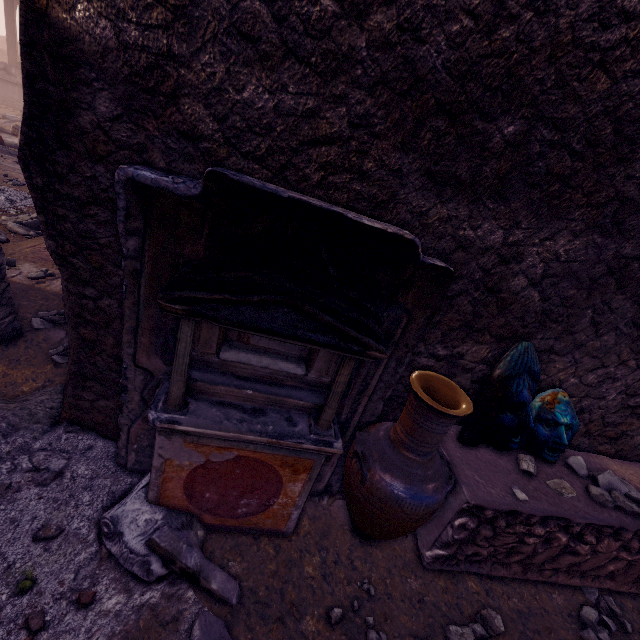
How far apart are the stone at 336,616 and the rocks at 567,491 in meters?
1.5 m

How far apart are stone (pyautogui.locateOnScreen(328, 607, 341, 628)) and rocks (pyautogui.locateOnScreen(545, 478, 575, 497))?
1.5m

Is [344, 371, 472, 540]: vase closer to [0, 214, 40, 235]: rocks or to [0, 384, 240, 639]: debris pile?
[0, 384, 240, 639]: debris pile

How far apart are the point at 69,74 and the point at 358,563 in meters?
3.3

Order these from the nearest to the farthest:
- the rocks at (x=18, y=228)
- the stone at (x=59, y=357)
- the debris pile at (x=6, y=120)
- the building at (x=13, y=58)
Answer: the stone at (x=59, y=357), the rocks at (x=18, y=228), the debris pile at (x=6, y=120), the building at (x=13, y=58)

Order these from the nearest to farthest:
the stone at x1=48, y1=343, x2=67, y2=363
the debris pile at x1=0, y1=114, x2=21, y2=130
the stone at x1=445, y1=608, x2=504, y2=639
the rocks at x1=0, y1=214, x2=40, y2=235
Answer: the stone at x1=445, y1=608, x2=504, y2=639 < the stone at x1=48, y1=343, x2=67, y2=363 < the rocks at x1=0, y1=214, x2=40, y2=235 < the debris pile at x1=0, y1=114, x2=21, y2=130

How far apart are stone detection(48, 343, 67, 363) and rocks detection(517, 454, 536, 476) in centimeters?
413cm

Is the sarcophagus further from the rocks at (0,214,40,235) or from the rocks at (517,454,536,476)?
the rocks at (0,214,40,235)
